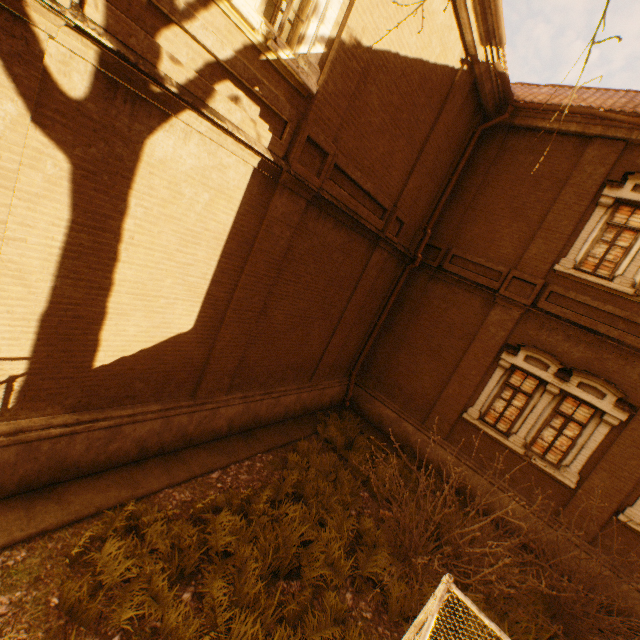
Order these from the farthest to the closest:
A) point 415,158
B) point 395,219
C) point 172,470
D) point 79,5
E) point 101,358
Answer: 1. point 395,219
2. point 415,158
3. point 172,470
4. point 101,358
5. point 79,5

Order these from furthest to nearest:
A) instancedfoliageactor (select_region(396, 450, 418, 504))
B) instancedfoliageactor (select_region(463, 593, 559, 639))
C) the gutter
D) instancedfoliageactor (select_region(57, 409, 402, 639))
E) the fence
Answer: instancedfoliageactor (select_region(396, 450, 418, 504)) < the gutter < instancedfoliageactor (select_region(463, 593, 559, 639)) < instancedfoliageactor (select_region(57, 409, 402, 639)) < the fence

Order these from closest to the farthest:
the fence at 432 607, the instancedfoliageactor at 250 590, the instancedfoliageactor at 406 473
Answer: the fence at 432 607, the instancedfoliageactor at 250 590, the instancedfoliageactor at 406 473

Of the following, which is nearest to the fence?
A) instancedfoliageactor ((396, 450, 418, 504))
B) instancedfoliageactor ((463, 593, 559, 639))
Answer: instancedfoliageactor ((463, 593, 559, 639))

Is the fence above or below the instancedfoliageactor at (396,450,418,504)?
above

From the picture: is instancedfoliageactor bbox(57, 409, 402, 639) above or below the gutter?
below

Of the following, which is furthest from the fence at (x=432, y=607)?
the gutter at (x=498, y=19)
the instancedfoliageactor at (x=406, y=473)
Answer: the gutter at (x=498, y=19)

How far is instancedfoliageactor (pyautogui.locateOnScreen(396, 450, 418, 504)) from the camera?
8.2m
